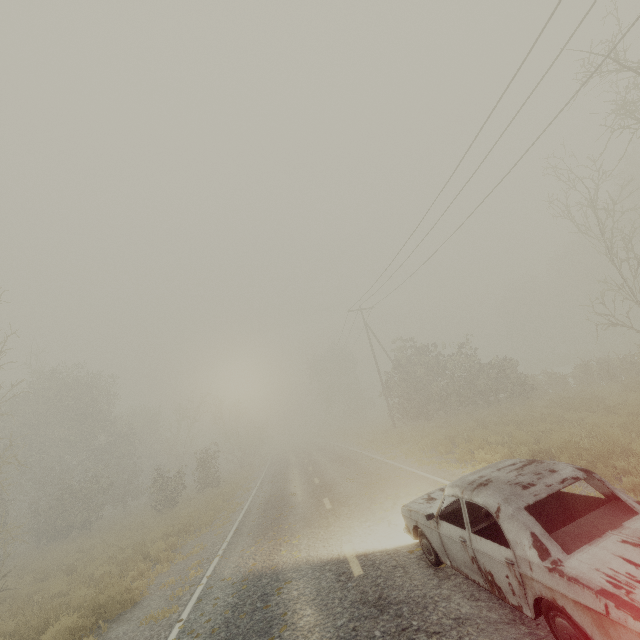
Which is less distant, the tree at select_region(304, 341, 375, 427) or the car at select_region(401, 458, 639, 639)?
the car at select_region(401, 458, 639, 639)

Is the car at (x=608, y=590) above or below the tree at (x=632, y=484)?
above

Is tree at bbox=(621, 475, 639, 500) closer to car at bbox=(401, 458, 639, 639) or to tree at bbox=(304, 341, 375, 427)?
car at bbox=(401, 458, 639, 639)

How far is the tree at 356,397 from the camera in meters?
53.2 m

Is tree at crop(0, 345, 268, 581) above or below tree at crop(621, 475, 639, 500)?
above

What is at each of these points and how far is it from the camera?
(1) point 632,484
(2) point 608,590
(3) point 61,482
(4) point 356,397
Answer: (1) tree, 6.26m
(2) car, 2.64m
(3) tree, 23.41m
(4) tree, 53.75m

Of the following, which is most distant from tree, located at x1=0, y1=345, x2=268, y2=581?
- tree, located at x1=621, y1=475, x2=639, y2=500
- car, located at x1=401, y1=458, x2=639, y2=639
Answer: tree, located at x1=621, y1=475, x2=639, y2=500
